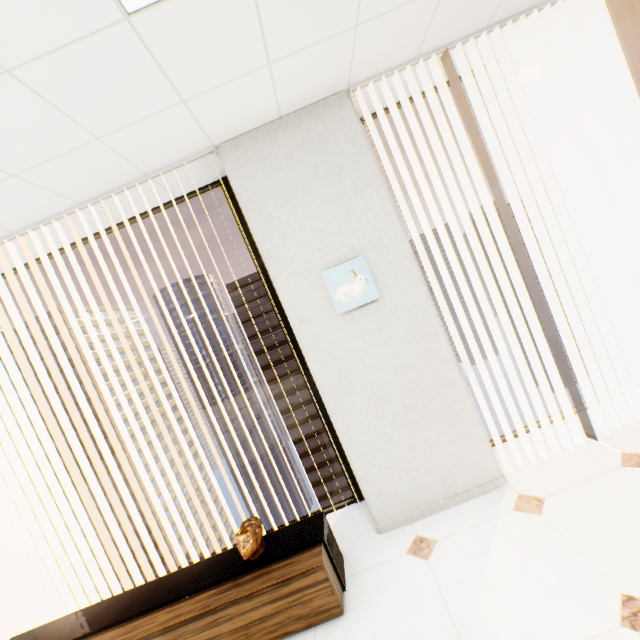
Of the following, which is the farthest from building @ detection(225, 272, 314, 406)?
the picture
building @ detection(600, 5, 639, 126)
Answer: the picture

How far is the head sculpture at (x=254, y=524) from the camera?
2.0 meters

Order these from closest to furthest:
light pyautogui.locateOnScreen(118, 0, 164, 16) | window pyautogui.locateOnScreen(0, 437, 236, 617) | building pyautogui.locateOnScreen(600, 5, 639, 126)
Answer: light pyautogui.locateOnScreen(118, 0, 164, 16) → window pyautogui.locateOnScreen(0, 437, 236, 617) → building pyautogui.locateOnScreen(600, 5, 639, 126)

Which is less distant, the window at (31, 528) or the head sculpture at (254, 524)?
the head sculpture at (254, 524)

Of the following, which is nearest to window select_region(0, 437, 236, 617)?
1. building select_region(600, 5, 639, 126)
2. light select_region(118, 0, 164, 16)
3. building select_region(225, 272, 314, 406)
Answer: light select_region(118, 0, 164, 16)

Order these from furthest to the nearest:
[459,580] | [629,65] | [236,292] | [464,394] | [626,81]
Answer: [236,292], [626,81], [629,65], [464,394], [459,580]

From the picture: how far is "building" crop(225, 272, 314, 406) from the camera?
58.91m

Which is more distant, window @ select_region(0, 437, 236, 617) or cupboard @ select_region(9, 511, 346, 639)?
window @ select_region(0, 437, 236, 617)
